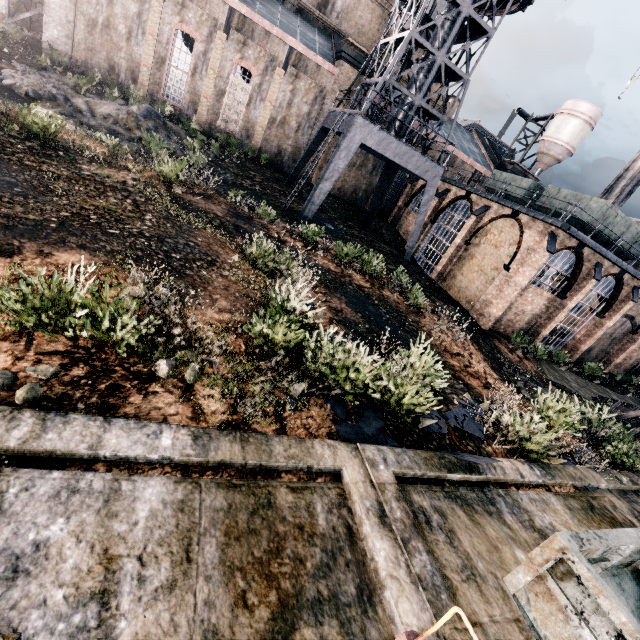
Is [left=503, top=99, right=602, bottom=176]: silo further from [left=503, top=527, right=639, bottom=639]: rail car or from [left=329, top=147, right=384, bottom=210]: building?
[left=503, top=527, right=639, bottom=639]: rail car

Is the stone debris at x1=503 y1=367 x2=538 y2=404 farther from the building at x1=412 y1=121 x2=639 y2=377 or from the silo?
the silo

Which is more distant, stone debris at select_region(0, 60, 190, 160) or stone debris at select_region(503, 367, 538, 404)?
stone debris at select_region(0, 60, 190, 160)

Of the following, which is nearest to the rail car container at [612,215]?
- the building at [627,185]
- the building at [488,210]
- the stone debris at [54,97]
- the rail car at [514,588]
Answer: the building at [488,210]

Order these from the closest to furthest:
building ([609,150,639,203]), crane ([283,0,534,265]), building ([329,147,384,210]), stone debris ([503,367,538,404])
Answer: stone debris ([503,367,538,404]) → crane ([283,0,534,265]) → building ([329,147,384,210]) → building ([609,150,639,203])

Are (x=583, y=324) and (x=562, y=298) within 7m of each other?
yes

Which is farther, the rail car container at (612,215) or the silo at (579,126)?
the silo at (579,126)

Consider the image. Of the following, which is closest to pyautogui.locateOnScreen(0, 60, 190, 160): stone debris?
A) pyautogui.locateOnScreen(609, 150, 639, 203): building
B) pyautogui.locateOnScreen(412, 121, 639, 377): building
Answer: pyautogui.locateOnScreen(412, 121, 639, 377): building
